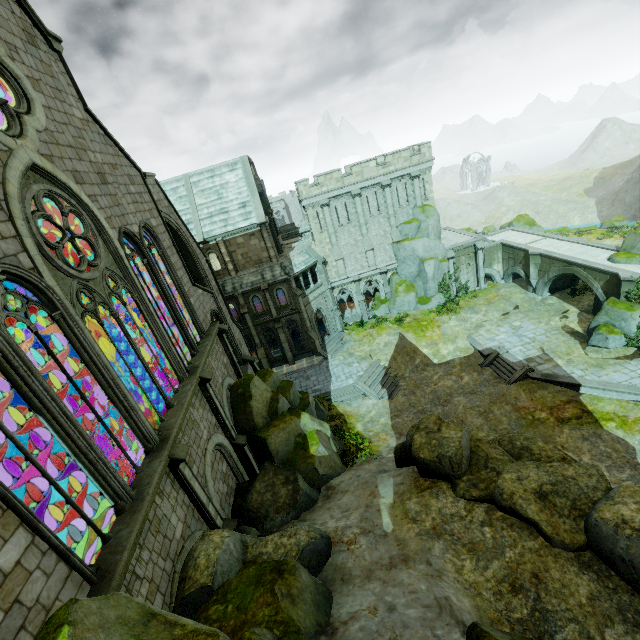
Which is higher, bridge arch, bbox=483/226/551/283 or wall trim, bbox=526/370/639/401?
bridge arch, bbox=483/226/551/283

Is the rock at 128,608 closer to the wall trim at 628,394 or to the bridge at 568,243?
the wall trim at 628,394

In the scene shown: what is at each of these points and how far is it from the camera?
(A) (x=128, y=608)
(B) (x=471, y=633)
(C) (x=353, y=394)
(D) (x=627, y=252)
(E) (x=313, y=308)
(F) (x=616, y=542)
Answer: (A) rock, 5.8m
(B) rock, 7.0m
(C) stair, 28.0m
(D) rock, 25.8m
(E) window, 34.2m
(F) rock, 8.8m

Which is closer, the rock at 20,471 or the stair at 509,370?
the rock at 20,471

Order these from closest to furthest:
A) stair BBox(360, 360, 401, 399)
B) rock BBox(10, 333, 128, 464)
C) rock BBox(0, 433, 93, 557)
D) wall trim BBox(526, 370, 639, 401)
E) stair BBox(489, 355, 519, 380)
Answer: rock BBox(0, 433, 93, 557), rock BBox(10, 333, 128, 464), wall trim BBox(526, 370, 639, 401), stair BBox(489, 355, 519, 380), stair BBox(360, 360, 401, 399)

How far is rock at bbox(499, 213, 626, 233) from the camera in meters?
44.1 m

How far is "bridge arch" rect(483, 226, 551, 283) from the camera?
35.16m

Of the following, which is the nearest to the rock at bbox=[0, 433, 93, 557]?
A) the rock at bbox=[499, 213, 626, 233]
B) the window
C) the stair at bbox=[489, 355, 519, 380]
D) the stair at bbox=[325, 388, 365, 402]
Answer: the stair at bbox=[325, 388, 365, 402]
